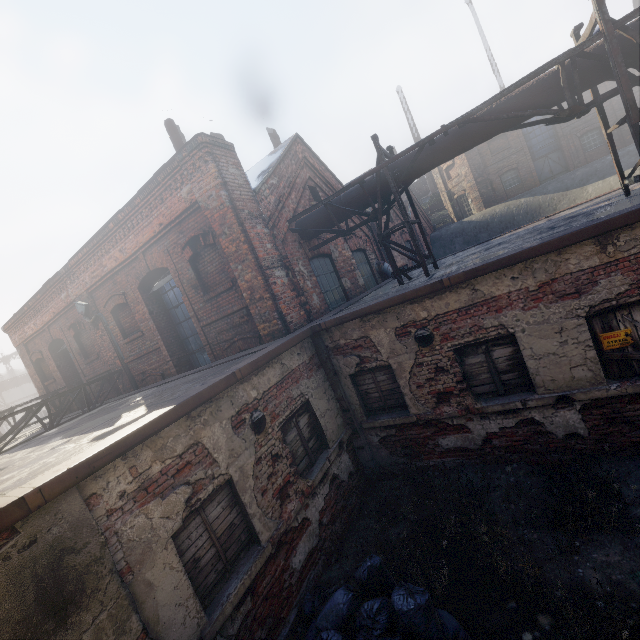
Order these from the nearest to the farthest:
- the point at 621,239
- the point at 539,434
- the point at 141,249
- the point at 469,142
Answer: the point at 621,239 → the point at 539,434 → the point at 469,142 → the point at 141,249

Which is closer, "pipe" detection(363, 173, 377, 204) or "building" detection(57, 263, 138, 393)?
"pipe" detection(363, 173, 377, 204)

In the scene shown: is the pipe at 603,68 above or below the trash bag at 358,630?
above

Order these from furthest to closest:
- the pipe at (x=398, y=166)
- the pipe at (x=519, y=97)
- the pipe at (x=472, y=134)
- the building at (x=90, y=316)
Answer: the building at (x=90, y=316)
the pipe at (x=398, y=166)
the pipe at (x=472, y=134)
the pipe at (x=519, y=97)

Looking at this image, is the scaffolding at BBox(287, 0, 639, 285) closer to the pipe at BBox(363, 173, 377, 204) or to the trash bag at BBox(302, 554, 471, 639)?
the pipe at BBox(363, 173, 377, 204)

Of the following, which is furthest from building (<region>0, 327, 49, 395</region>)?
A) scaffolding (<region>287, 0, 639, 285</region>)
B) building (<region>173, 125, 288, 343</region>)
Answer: building (<region>173, 125, 288, 343</region>)

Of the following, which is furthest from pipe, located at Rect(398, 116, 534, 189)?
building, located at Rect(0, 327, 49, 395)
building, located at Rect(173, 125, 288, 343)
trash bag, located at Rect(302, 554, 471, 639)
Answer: building, located at Rect(0, 327, 49, 395)
